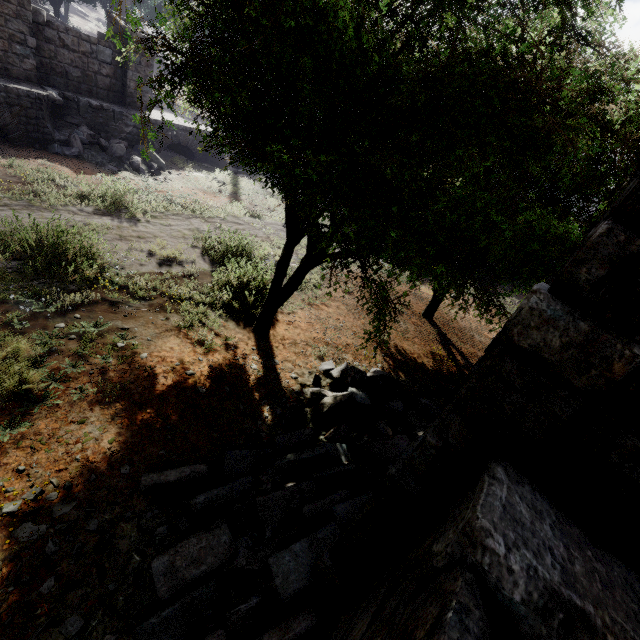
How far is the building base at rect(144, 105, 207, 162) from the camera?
14.5 meters

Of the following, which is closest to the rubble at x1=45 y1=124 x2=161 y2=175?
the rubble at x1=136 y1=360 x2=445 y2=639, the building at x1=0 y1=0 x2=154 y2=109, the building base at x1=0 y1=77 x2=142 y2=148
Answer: the building base at x1=0 y1=77 x2=142 y2=148

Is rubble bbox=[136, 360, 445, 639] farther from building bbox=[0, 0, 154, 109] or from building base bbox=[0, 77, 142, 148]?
building base bbox=[0, 77, 142, 148]

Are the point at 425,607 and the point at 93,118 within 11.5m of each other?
no

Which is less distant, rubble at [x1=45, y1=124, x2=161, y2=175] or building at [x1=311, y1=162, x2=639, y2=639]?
building at [x1=311, y1=162, x2=639, y2=639]

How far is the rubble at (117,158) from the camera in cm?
1128

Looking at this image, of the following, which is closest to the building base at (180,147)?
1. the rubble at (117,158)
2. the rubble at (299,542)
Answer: the rubble at (117,158)

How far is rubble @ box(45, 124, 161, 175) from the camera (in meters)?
11.28
